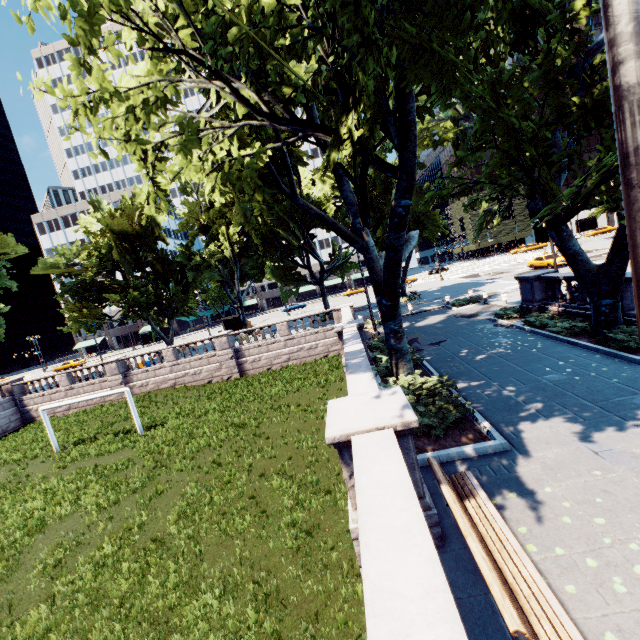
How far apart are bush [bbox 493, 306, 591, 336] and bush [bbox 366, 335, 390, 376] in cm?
527

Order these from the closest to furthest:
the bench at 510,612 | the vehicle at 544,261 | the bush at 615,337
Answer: the bench at 510,612, the bush at 615,337, the vehicle at 544,261

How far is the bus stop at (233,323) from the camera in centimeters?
4628cm

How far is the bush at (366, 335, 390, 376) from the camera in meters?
13.5

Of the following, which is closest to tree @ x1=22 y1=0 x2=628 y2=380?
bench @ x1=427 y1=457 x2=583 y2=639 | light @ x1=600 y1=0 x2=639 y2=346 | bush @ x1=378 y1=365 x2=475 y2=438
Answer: bush @ x1=378 y1=365 x2=475 y2=438

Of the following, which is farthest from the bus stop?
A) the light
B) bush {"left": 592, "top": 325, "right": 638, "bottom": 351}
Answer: the light

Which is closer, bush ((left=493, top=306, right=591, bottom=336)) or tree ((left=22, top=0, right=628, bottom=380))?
tree ((left=22, top=0, right=628, bottom=380))

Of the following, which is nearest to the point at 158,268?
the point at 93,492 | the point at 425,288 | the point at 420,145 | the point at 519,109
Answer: the point at 93,492
